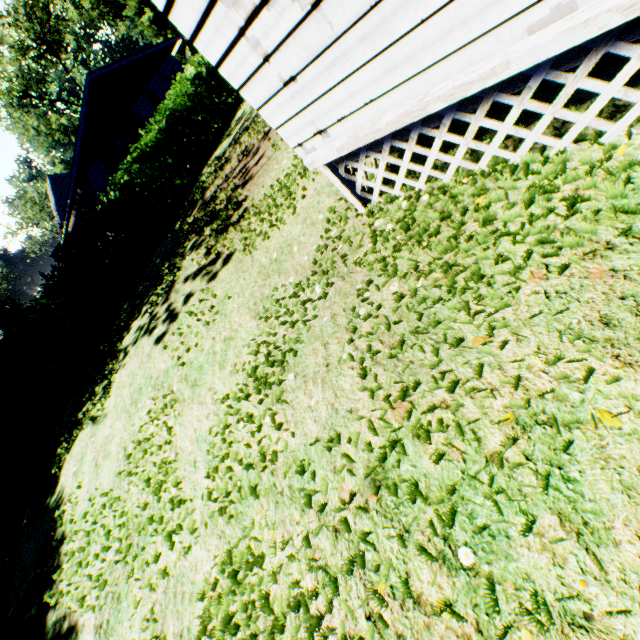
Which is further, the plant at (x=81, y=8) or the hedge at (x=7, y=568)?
the plant at (x=81, y=8)

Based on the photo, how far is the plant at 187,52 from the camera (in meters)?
55.00

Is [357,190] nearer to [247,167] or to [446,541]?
[446,541]

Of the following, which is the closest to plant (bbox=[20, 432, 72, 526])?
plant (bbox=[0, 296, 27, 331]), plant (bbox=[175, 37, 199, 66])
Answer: plant (bbox=[0, 296, 27, 331])

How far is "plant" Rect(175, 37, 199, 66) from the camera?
55.00m

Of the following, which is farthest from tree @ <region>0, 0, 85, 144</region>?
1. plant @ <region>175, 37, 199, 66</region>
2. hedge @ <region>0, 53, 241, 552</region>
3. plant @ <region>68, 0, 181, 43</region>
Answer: plant @ <region>68, 0, 181, 43</region>

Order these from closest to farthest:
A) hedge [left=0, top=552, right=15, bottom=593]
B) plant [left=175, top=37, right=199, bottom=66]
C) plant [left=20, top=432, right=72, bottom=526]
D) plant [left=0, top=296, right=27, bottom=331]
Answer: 1. hedge [left=0, top=552, right=15, bottom=593]
2. plant [left=20, top=432, right=72, bottom=526]
3. plant [left=0, top=296, right=27, bottom=331]
4. plant [left=175, top=37, right=199, bottom=66]

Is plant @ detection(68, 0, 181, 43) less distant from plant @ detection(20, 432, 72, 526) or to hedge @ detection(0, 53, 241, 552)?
hedge @ detection(0, 53, 241, 552)
